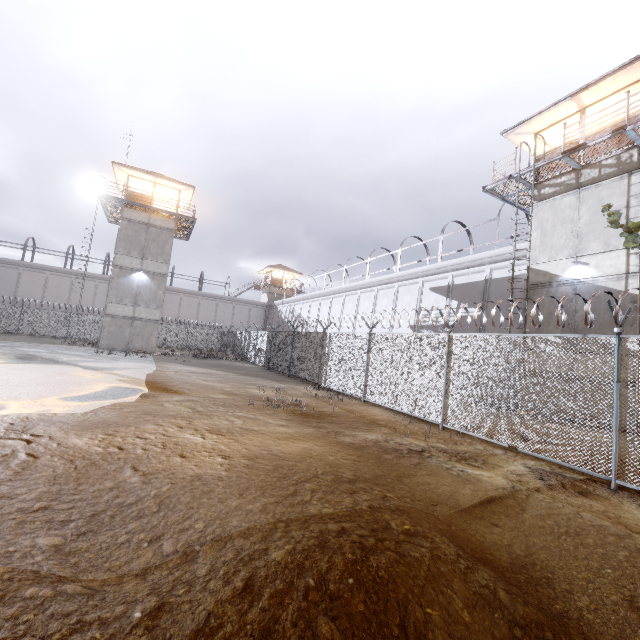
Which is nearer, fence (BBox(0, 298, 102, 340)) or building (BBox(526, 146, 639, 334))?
building (BBox(526, 146, 639, 334))

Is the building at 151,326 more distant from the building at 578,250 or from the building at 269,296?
the building at 578,250

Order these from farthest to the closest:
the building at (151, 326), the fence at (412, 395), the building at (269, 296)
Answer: the building at (269, 296)
the building at (151, 326)
the fence at (412, 395)

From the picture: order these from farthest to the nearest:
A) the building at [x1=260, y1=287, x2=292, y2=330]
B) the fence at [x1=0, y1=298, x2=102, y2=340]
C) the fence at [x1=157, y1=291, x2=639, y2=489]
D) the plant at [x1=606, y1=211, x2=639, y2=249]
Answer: the building at [x1=260, y1=287, x2=292, y2=330] → the fence at [x1=0, y1=298, x2=102, y2=340] → the plant at [x1=606, y1=211, x2=639, y2=249] → the fence at [x1=157, y1=291, x2=639, y2=489]

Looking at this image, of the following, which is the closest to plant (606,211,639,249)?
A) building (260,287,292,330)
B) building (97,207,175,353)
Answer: building (97,207,175,353)

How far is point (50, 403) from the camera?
7.5m

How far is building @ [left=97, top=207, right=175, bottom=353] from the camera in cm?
2575
